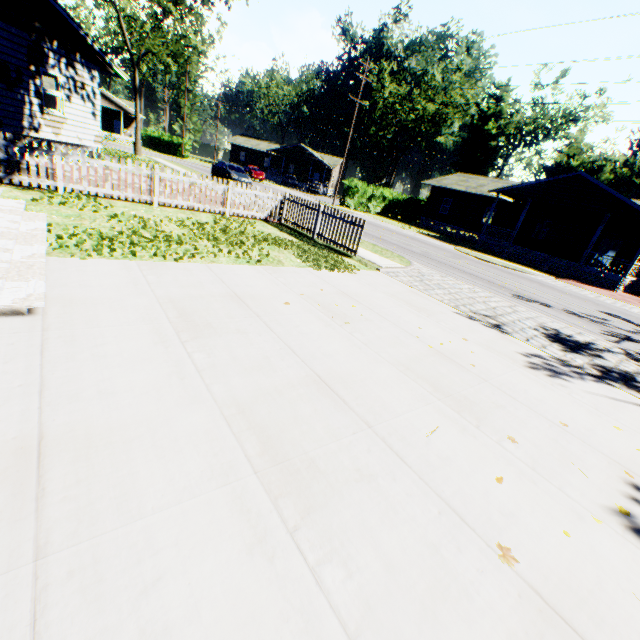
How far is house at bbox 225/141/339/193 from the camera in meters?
53.8

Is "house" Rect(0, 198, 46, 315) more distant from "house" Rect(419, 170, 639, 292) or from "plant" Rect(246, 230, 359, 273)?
"house" Rect(419, 170, 639, 292)

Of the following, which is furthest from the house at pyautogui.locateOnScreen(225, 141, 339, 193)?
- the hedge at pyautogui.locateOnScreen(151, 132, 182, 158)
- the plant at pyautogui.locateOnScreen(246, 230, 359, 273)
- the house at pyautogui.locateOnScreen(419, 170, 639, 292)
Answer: the plant at pyautogui.locateOnScreen(246, 230, 359, 273)

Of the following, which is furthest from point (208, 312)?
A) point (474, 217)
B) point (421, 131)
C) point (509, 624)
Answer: point (421, 131)

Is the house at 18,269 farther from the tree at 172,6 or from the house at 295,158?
the house at 295,158

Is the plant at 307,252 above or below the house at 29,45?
below

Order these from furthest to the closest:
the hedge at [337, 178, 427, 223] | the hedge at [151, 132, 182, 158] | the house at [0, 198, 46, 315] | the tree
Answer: the hedge at [151, 132, 182, 158] < the hedge at [337, 178, 427, 223] < the tree < the house at [0, 198, 46, 315]

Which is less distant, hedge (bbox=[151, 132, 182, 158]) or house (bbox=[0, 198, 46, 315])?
house (bbox=[0, 198, 46, 315])
